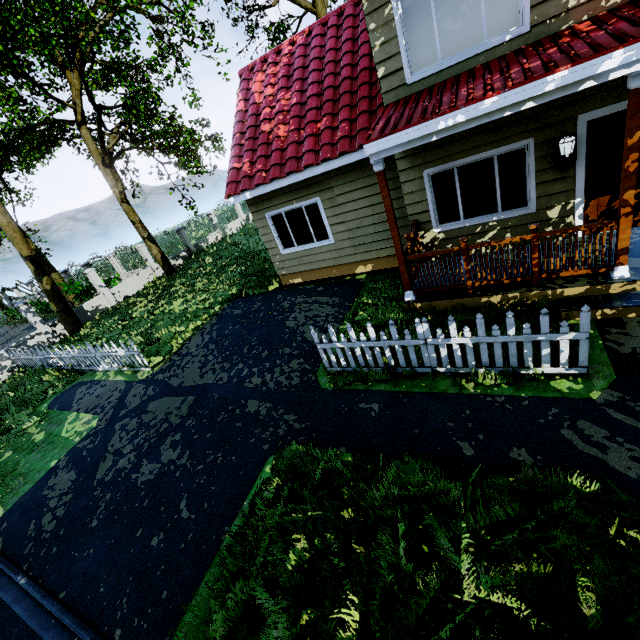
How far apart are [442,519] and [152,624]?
3.52m

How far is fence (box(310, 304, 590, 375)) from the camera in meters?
4.2 m

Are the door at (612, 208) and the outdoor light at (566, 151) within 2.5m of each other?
yes

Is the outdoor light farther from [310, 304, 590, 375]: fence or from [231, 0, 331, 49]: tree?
[231, 0, 331, 49]: tree

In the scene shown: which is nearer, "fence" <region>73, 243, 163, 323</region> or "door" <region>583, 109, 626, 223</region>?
"door" <region>583, 109, 626, 223</region>

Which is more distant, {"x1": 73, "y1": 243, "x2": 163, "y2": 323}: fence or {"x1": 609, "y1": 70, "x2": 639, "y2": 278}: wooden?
{"x1": 73, "y1": 243, "x2": 163, "y2": 323}: fence

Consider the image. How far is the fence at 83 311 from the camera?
16.6 meters

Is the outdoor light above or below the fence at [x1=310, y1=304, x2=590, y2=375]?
above
